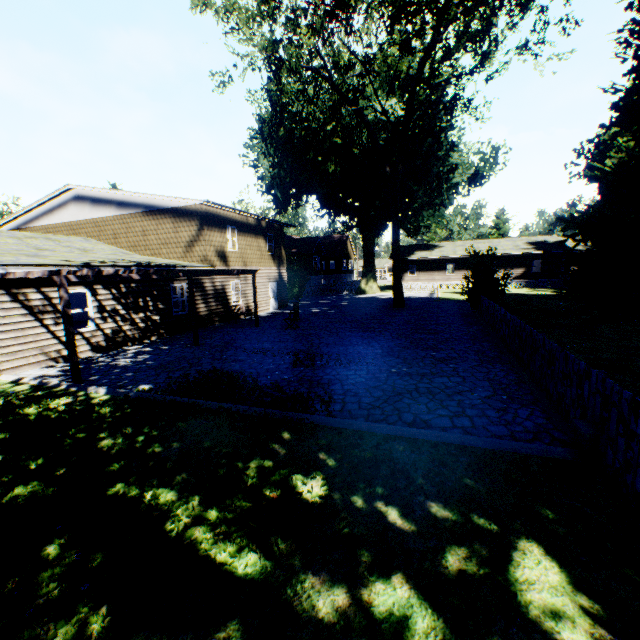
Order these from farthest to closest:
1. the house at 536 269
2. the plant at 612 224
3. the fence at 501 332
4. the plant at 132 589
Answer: the house at 536 269
the plant at 612 224
the fence at 501 332
the plant at 132 589

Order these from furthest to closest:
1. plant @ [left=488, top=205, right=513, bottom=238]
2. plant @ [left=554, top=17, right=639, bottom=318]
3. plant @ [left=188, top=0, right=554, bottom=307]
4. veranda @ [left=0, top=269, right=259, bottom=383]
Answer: plant @ [left=488, top=205, right=513, bottom=238], plant @ [left=188, top=0, right=554, bottom=307], plant @ [left=554, top=17, right=639, bottom=318], veranda @ [left=0, top=269, right=259, bottom=383]

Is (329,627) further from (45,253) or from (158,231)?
(158,231)

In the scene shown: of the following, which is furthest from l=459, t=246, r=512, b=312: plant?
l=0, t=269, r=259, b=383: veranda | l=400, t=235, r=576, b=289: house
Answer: l=0, t=269, r=259, b=383: veranda

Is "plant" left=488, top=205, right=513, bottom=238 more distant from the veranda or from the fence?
the veranda

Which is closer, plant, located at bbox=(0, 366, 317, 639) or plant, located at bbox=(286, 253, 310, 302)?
plant, located at bbox=(0, 366, 317, 639)

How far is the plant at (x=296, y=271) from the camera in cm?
3092

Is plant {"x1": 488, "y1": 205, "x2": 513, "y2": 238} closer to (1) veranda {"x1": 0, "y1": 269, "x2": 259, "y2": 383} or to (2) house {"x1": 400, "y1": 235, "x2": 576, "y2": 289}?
(2) house {"x1": 400, "y1": 235, "x2": 576, "y2": 289}
